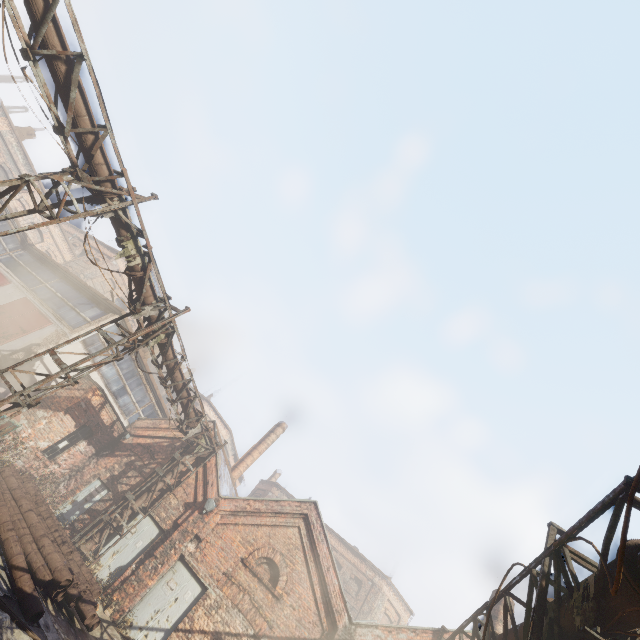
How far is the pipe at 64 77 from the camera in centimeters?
680cm

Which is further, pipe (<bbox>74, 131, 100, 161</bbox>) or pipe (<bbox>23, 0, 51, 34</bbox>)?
pipe (<bbox>74, 131, 100, 161</bbox>)

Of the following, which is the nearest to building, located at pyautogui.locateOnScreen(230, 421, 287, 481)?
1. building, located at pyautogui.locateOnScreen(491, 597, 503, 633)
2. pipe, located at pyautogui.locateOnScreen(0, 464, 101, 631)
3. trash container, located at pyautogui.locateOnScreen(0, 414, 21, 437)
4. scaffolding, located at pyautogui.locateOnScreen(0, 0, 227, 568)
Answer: scaffolding, located at pyautogui.locateOnScreen(0, 0, 227, 568)

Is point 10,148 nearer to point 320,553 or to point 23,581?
point 23,581

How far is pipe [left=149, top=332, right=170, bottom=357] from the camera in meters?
11.1 m

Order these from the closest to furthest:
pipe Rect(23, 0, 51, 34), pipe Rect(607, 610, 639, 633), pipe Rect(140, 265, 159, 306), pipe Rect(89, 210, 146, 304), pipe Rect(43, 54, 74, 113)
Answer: pipe Rect(607, 610, 639, 633) → pipe Rect(23, 0, 51, 34) → pipe Rect(43, 54, 74, 113) → pipe Rect(89, 210, 146, 304) → pipe Rect(140, 265, 159, 306)

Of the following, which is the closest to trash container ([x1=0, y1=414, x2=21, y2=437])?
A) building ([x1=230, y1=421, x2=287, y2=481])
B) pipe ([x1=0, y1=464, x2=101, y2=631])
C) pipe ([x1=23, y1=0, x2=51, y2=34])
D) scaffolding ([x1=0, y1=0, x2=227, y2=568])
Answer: pipe ([x1=0, y1=464, x2=101, y2=631])

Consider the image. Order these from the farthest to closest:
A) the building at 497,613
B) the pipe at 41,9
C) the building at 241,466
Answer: the building at 241,466, the building at 497,613, the pipe at 41,9
